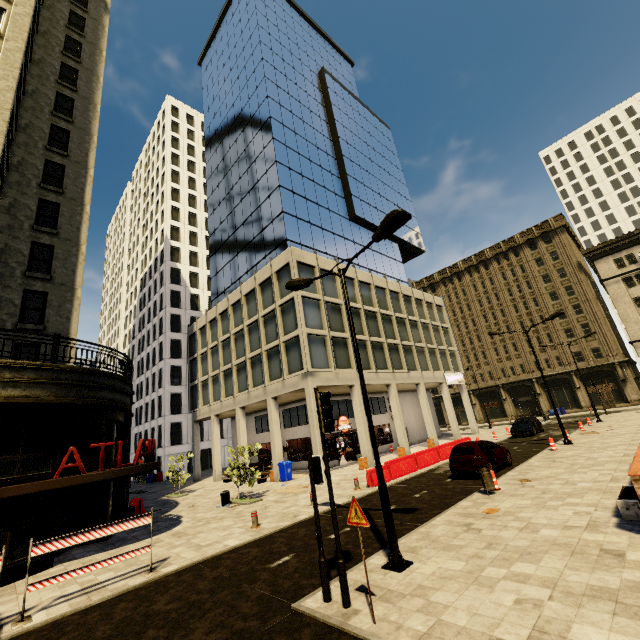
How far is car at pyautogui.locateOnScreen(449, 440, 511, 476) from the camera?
14.55m

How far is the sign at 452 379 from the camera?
35.5 meters

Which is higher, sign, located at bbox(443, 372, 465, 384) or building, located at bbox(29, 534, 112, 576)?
sign, located at bbox(443, 372, 465, 384)

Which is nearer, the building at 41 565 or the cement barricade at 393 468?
the building at 41 565

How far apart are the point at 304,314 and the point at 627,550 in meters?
19.9

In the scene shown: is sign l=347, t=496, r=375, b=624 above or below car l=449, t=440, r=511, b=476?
above

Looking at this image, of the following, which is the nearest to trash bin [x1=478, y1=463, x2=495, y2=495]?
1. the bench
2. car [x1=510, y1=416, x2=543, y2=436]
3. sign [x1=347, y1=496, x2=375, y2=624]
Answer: the bench

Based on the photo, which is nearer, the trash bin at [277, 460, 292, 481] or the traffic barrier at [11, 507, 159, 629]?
the traffic barrier at [11, 507, 159, 629]
